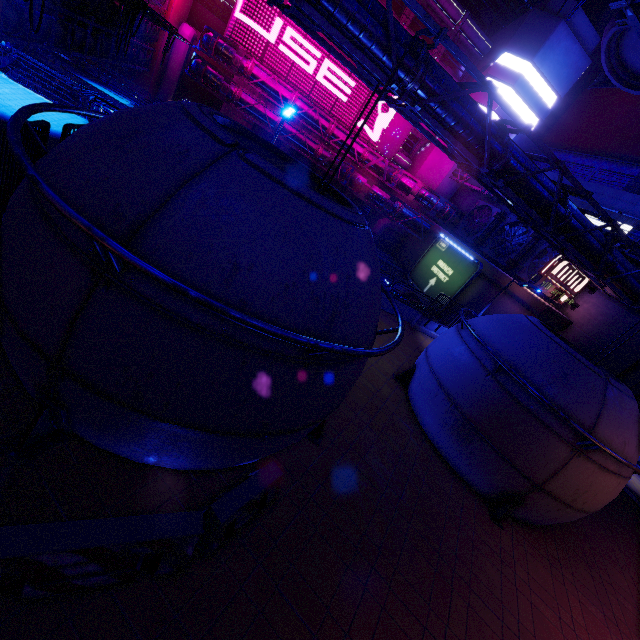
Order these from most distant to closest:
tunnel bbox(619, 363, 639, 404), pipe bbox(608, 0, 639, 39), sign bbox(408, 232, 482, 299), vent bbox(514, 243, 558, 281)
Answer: sign bbox(408, 232, 482, 299), vent bbox(514, 243, 558, 281), tunnel bbox(619, 363, 639, 404), pipe bbox(608, 0, 639, 39)

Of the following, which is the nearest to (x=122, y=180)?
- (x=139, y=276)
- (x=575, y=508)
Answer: (x=139, y=276)

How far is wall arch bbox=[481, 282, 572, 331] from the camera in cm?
2227

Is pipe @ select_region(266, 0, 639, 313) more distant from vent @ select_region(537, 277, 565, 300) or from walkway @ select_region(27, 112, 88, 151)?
walkway @ select_region(27, 112, 88, 151)

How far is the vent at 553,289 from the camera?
24.3m

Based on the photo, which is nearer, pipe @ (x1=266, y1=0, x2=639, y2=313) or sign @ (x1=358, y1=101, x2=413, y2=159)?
pipe @ (x1=266, y1=0, x2=639, y2=313)

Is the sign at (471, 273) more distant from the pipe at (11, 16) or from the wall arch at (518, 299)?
the pipe at (11, 16)

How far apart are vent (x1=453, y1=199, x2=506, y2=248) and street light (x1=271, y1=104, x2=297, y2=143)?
26.5m
